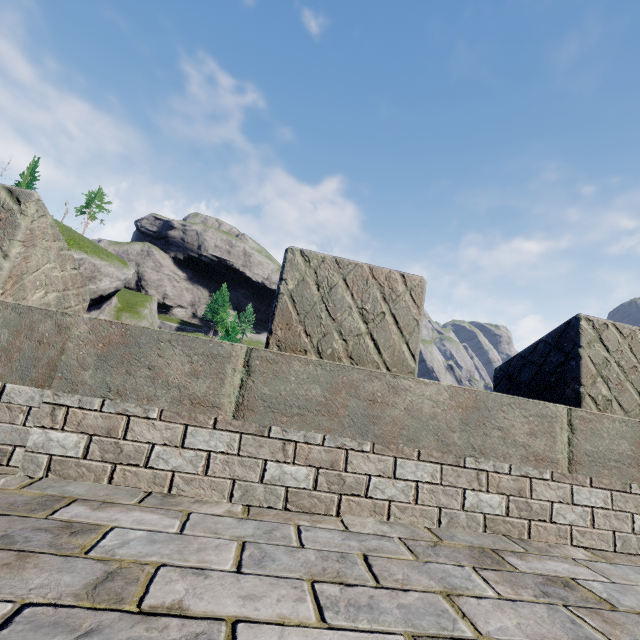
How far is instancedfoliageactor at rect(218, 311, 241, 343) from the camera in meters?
49.5

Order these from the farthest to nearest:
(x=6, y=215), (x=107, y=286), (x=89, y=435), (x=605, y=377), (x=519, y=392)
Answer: (x=107, y=286)
(x=519, y=392)
(x=605, y=377)
(x=6, y=215)
(x=89, y=435)

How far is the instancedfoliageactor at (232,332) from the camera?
49.53m
